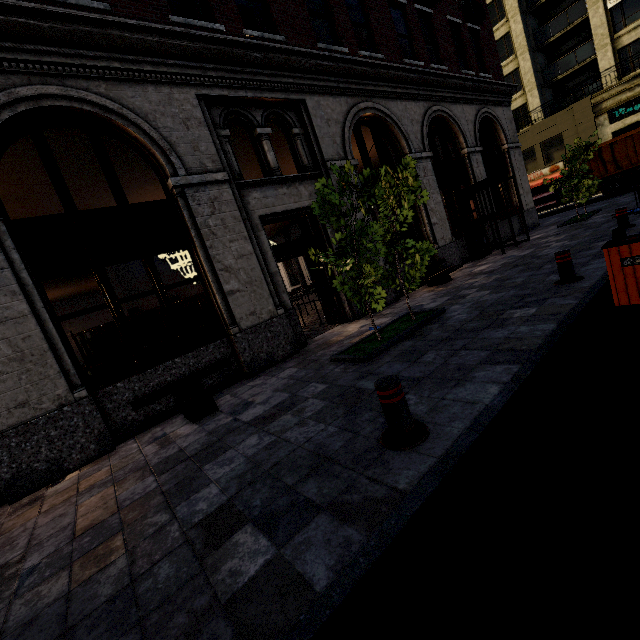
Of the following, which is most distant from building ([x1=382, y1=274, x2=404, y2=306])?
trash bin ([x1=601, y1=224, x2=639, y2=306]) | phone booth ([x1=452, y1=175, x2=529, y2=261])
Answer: trash bin ([x1=601, y1=224, x2=639, y2=306])

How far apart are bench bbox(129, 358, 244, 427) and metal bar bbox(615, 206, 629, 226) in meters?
10.4 m

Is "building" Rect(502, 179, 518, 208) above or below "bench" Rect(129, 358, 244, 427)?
above

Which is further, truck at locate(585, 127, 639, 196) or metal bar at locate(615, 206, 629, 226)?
truck at locate(585, 127, 639, 196)

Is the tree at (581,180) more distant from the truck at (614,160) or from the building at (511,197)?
the truck at (614,160)

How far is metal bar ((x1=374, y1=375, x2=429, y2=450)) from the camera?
2.77m

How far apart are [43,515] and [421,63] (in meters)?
15.72

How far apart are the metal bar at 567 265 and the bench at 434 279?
3.74m
